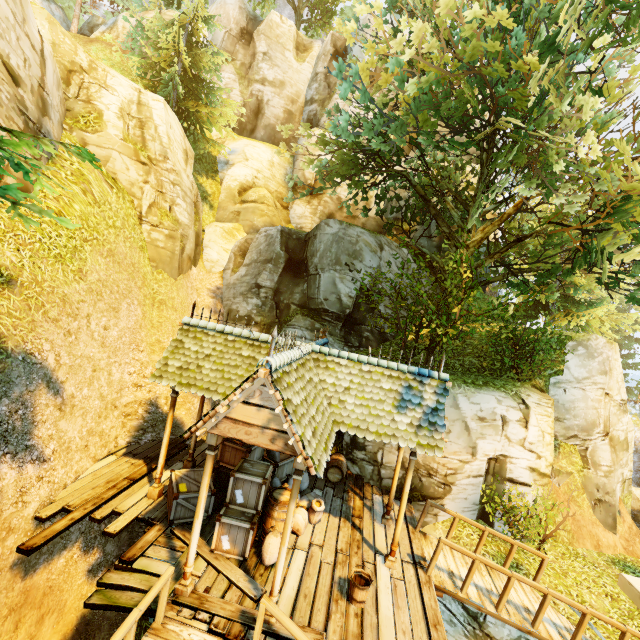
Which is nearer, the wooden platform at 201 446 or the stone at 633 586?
the stone at 633 586

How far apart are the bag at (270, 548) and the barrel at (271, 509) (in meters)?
0.08

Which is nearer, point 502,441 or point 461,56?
point 461,56

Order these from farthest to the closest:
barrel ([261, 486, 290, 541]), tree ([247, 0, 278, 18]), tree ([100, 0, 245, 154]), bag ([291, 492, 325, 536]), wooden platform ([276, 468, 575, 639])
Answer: tree ([247, 0, 278, 18]), tree ([100, 0, 245, 154]), bag ([291, 492, 325, 536]), barrel ([261, 486, 290, 541]), wooden platform ([276, 468, 575, 639])

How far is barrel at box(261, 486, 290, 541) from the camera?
7.14m

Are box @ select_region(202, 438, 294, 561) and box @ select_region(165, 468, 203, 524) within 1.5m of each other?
yes

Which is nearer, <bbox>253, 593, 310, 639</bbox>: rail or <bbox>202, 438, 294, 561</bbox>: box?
<bbox>253, 593, 310, 639</bbox>: rail

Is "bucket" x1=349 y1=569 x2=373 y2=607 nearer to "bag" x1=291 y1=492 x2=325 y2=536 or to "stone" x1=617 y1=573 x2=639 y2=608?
"bag" x1=291 y1=492 x2=325 y2=536
